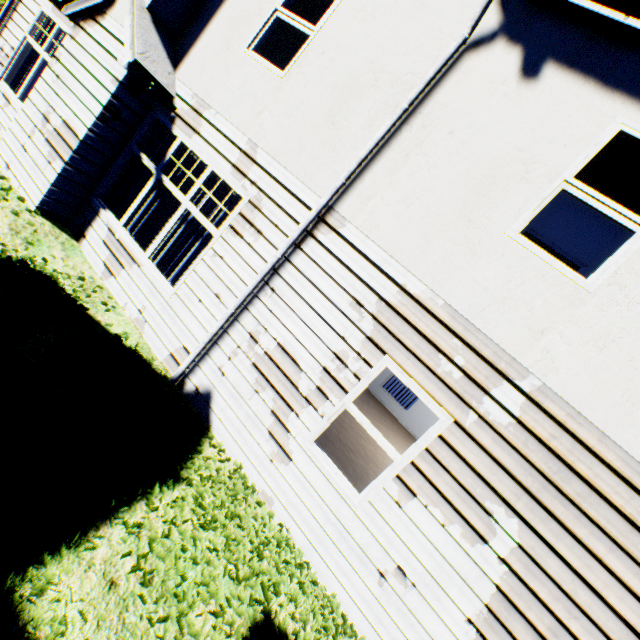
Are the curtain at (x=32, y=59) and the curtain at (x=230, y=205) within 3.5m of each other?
no

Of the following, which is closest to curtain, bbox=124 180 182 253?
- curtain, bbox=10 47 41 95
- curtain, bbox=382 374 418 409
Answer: curtain, bbox=10 47 41 95

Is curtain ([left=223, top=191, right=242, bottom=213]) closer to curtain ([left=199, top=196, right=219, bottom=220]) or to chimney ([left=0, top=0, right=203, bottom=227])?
curtain ([left=199, top=196, right=219, bottom=220])

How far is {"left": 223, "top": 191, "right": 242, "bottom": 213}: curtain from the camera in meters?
5.2 m

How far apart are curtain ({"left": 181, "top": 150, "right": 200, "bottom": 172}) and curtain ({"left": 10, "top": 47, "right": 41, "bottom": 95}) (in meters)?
5.35

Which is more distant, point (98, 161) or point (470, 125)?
point (98, 161)

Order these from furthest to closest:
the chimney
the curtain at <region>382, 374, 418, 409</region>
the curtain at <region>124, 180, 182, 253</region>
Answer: the curtain at <region>382, 374, 418, 409</region>
the curtain at <region>124, 180, 182, 253</region>
the chimney

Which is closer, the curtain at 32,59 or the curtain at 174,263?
the curtain at 174,263
